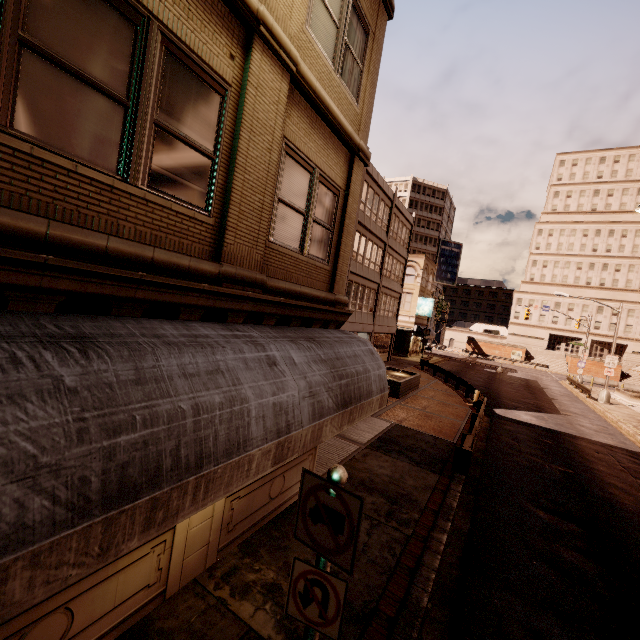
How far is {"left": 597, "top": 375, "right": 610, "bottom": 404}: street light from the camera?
29.1 meters

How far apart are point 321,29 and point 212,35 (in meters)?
2.61

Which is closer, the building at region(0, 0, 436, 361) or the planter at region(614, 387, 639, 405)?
the building at region(0, 0, 436, 361)

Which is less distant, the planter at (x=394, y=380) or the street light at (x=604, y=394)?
the planter at (x=394, y=380)

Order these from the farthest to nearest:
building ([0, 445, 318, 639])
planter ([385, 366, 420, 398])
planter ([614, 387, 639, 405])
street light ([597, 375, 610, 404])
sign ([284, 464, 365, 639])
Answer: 1. planter ([614, 387, 639, 405])
2. street light ([597, 375, 610, 404])
3. planter ([385, 366, 420, 398])
4. building ([0, 445, 318, 639])
5. sign ([284, 464, 365, 639])

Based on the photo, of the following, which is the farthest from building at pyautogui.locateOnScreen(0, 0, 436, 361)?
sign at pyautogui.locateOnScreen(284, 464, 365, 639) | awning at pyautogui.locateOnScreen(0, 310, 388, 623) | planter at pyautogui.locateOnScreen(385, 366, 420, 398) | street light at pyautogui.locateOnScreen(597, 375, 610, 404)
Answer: street light at pyautogui.locateOnScreen(597, 375, 610, 404)

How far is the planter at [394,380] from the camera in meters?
18.6

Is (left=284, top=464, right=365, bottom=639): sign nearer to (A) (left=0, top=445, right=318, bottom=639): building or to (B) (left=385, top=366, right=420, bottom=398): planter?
(A) (left=0, top=445, right=318, bottom=639): building
